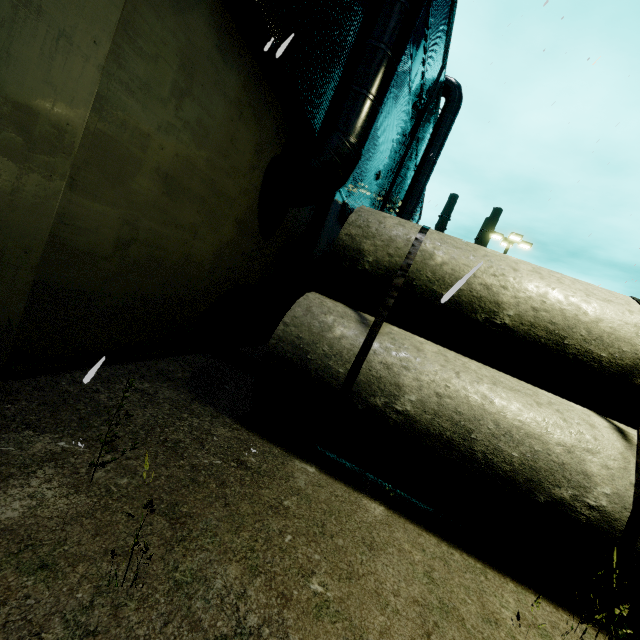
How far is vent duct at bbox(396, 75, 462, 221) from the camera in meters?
18.2

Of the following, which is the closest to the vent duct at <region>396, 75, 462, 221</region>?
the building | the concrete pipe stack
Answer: the building

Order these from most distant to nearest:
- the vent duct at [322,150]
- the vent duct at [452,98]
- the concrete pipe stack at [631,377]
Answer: the vent duct at [452,98]
the vent duct at [322,150]
the concrete pipe stack at [631,377]

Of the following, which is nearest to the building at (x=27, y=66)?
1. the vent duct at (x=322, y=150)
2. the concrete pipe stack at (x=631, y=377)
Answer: the vent duct at (x=322, y=150)

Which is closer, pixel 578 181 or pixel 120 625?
pixel 120 625

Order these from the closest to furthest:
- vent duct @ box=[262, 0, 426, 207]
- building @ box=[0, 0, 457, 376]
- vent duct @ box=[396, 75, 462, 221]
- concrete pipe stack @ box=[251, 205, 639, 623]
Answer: building @ box=[0, 0, 457, 376]
concrete pipe stack @ box=[251, 205, 639, 623]
vent duct @ box=[262, 0, 426, 207]
vent duct @ box=[396, 75, 462, 221]

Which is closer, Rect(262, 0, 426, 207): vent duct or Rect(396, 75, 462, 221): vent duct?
Rect(262, 0, 426, 207): vent duct
